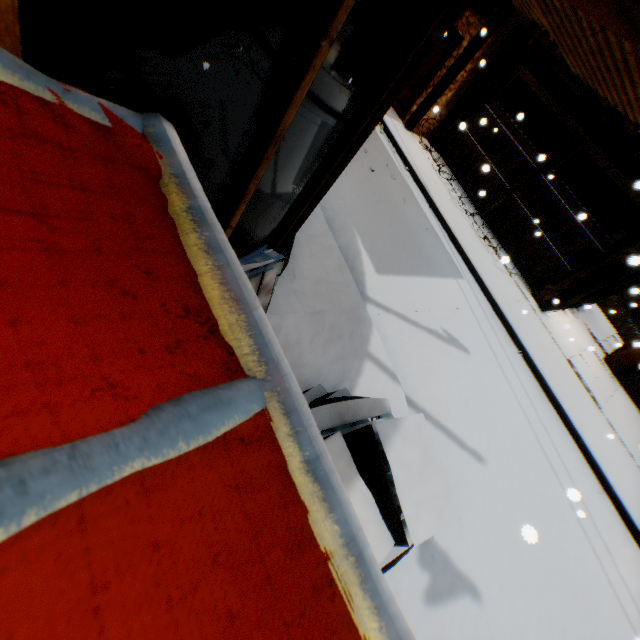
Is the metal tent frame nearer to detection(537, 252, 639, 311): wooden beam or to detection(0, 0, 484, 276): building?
detection(0, 0, 484, 276): building

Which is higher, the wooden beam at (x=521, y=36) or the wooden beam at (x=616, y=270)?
the wooden beam at (x=521, y=36)

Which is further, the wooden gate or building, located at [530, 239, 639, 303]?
the wooden gate

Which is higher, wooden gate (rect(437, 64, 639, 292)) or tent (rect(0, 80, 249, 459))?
tent (rect(0, 80, 249, 459))

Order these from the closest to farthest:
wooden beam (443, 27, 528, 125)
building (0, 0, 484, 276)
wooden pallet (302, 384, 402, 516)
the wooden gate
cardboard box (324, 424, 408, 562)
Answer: building (0, 0, 484, 276)
cardboard box (324, 424, 408, 562)
wooden pallet (302, 384, 402, 516)
the wooden gate
wooden beam (443, 27, 528, 125)

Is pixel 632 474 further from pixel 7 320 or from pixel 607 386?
pixel 7 320

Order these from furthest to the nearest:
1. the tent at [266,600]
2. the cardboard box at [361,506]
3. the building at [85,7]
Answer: the cardboard box at [361,506] → the building at [85,7] → the tent at [266,600]

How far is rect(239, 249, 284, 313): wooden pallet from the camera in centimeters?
210cm
